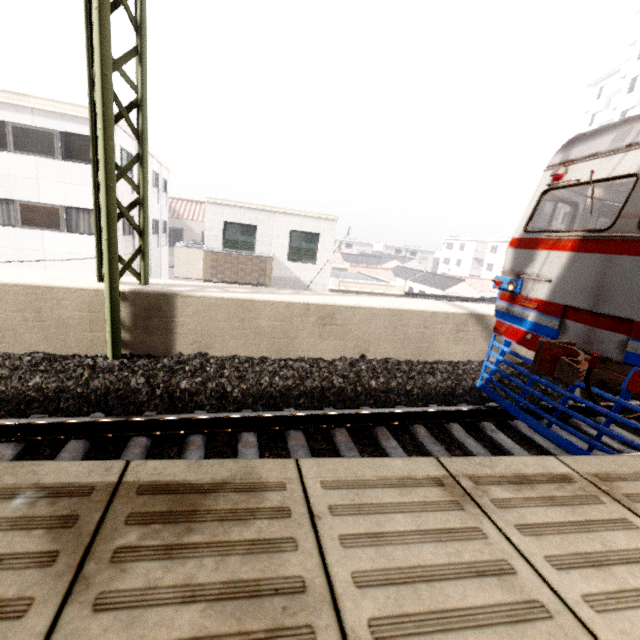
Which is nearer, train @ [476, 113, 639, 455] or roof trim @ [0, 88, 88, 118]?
train @ [476, 113, 639, 455]

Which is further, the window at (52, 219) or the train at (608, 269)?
the window at (52, 219)

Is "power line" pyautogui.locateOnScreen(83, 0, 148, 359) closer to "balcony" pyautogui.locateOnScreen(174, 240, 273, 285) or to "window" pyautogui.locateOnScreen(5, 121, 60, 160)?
"balcony" pyautogui.locateOnScreen(174, 240, 273, 285)

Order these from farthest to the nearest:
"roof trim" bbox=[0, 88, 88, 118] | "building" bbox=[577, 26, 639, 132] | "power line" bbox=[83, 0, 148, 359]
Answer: "building" bbox=[577, 26, 639, 132] → "roof trim" bbox=[0, 88, 88, 118] → "power line" bbox=[83, 0, 148, 359]

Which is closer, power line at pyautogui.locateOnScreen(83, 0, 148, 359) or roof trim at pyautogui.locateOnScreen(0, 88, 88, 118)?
power line at pyautogui.locateOnScreen(83, 0, 148, 359)

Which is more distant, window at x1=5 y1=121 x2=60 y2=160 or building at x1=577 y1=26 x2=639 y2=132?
building at x1=577 y1=26 x2=639 y2=132

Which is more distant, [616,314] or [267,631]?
[616,314]

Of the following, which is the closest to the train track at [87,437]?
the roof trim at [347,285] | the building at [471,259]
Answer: the roof trim at [347,285]
